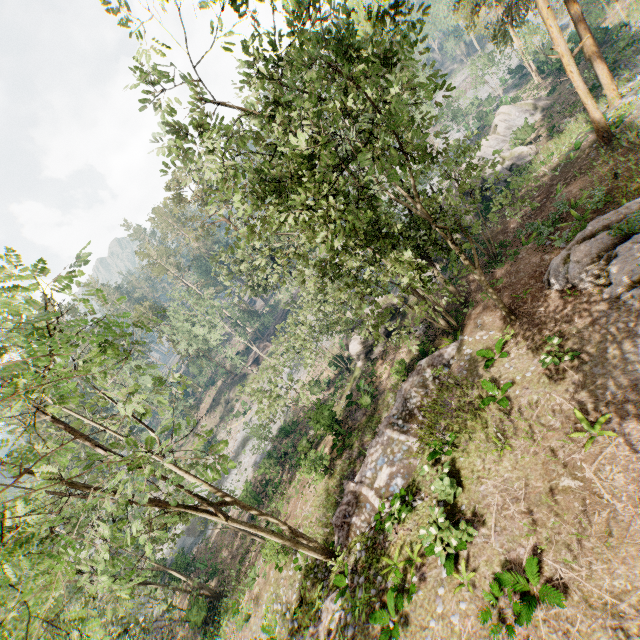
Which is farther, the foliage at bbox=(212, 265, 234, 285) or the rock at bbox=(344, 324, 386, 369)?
the foliage at bbox=(212, 265, 234, 285)

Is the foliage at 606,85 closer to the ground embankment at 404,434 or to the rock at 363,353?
the ground embankment at 404,434

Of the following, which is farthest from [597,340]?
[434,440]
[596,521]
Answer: [434,440]

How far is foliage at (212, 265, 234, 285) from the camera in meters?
32.7 m

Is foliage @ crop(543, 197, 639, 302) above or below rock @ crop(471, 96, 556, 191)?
above

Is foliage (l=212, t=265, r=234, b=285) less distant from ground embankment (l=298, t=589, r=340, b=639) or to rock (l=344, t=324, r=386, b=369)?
ground embankment (l=298, t=589, r=340, b=639)

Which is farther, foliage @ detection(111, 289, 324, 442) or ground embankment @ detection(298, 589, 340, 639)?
foliage @ detection(111, 289, 324, 442)
